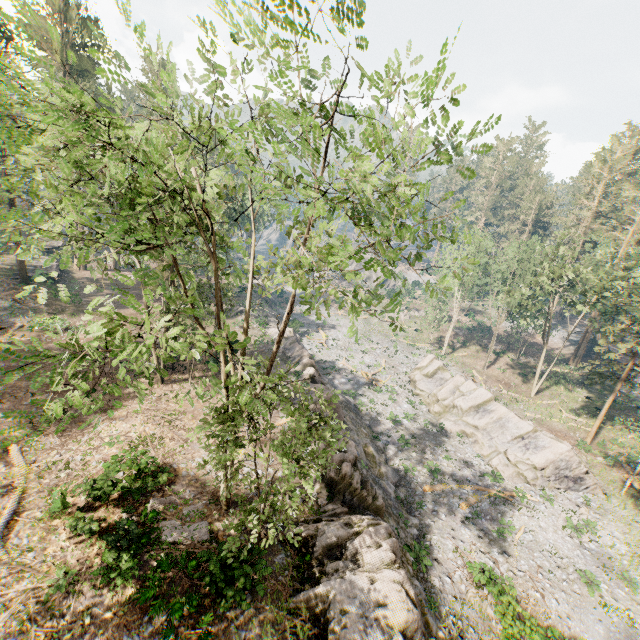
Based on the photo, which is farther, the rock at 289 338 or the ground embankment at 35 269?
the ground embankment at 35 269

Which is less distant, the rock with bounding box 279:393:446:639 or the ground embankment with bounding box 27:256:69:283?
the rock with bounding box 279:393:446:639

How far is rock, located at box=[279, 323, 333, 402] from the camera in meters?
27.3

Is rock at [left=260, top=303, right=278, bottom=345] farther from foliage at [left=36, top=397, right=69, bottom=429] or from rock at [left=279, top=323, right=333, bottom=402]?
foliage at [left=36, top=397, right=69, bottom=429]

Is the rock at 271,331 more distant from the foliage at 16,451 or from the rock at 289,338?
the foliage at 16,451

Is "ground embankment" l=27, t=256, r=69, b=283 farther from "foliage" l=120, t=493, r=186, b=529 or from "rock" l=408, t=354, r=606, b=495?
"rock" l=408, t=354, r=606, b=495

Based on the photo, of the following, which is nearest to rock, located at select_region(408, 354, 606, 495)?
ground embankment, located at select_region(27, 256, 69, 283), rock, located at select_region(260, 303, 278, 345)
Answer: rock, located at select_region(260, 303, 278, 345)

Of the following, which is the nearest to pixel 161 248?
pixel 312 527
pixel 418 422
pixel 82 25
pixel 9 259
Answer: pixel 312 527
